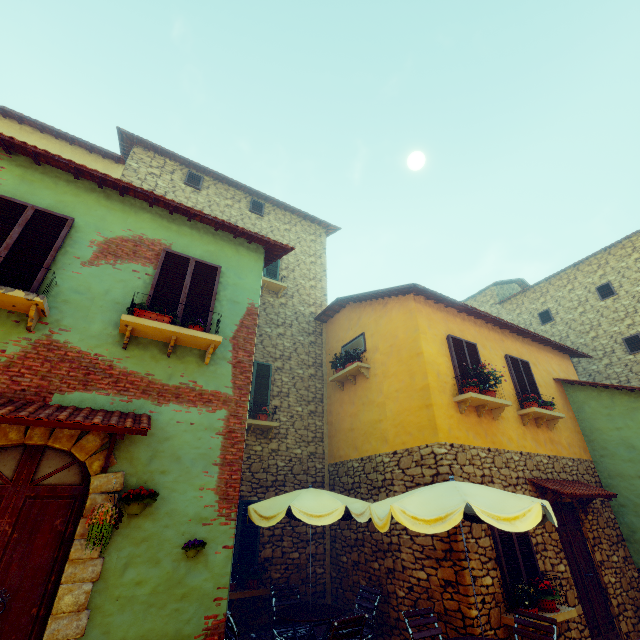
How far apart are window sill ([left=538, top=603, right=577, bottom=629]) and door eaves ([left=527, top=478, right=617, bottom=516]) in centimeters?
131cm

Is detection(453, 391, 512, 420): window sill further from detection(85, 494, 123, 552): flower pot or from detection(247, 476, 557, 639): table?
detection(85, 494, 123, 552): flower pot

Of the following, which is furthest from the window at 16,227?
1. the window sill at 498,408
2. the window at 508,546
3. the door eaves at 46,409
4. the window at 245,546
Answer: the window at 245,546

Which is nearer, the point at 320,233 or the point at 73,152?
the point at 73,152

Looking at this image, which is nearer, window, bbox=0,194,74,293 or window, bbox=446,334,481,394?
window, bbox=0,194,74,293

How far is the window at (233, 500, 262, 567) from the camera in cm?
758

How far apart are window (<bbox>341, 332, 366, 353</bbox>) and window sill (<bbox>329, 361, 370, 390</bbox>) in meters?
0.5

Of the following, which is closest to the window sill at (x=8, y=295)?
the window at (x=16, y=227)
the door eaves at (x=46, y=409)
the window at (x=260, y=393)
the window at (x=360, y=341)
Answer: the window at (x=16, y=227)
